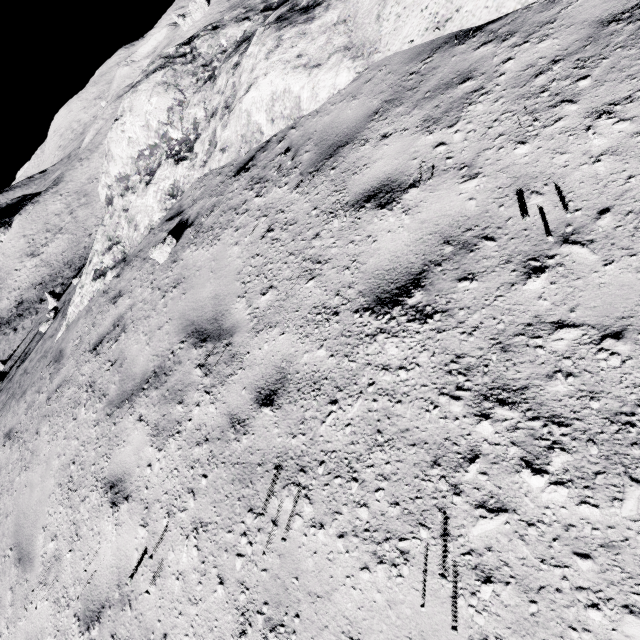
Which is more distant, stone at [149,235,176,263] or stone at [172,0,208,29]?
stone at [172,0,208,29]

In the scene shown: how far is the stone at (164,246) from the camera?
5.4m

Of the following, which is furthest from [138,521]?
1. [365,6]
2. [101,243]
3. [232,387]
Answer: [101,243]

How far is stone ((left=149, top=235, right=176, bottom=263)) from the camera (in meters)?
5.44

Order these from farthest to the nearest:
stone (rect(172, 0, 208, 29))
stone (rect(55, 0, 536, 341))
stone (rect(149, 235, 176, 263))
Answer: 1. stone (rect(172, 0, 208, 29))
2. stone (rect(149, 235, 176, 263))
3. stone (rect(55, 0, 536, 341))

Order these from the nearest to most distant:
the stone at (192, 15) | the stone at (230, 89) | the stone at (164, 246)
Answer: the stone at (230, 89)
the stone at (164, 246)
the stone at (192, 15)

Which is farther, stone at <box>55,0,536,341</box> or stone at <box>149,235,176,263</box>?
stone at <box>149,235,176,263</box>

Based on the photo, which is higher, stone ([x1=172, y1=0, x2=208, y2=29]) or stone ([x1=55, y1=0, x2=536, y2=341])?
stone ([x1=172, y1=0, x2=208, y2=29])
